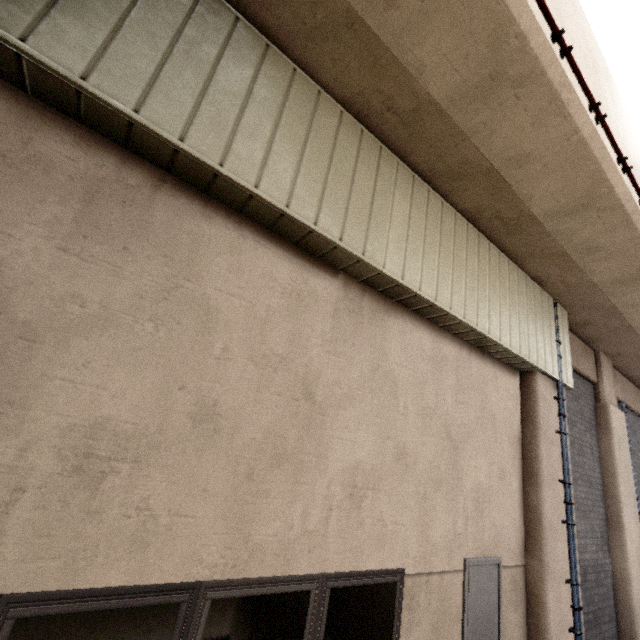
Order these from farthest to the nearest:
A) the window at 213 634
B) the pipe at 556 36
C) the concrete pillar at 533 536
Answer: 1. the concrete pillar at 533 536
2. the pipe at 556 36
3. the window at 213 634

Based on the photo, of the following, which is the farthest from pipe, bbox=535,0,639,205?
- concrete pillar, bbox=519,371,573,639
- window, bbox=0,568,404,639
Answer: window, bbox=0,568,404,639

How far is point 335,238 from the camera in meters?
3.4 m

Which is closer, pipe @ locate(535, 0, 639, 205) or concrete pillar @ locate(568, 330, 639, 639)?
pipe @ locate(535, 0, 639, 205)

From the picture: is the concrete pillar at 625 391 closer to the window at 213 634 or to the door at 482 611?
the door at 482 611

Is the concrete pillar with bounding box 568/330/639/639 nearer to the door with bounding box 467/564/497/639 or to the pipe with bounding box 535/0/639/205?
the pipe with bounding box 535/0/639/205

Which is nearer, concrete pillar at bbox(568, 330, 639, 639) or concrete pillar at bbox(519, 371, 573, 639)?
concrete pillar at bbox(519, 371, 573, 639)

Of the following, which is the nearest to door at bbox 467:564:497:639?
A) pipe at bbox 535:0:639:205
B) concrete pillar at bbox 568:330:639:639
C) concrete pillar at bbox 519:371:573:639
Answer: concrete pillar at bbox 519:371:573:639
